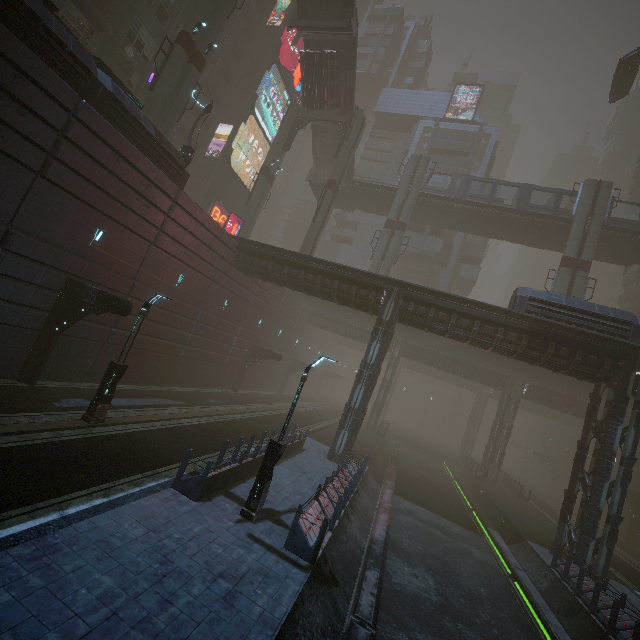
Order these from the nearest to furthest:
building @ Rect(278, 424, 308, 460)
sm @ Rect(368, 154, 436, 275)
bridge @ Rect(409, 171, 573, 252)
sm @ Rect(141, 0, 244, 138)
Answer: building @ Rect(278, 424, 308, 460) → sm @ Rect(141, 0, 244, 138) → bridge @ Rect(409, 171, 573, 252) → sm @ Rect(368, 154, 436, 275)

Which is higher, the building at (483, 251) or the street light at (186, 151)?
the building at (483, 251)

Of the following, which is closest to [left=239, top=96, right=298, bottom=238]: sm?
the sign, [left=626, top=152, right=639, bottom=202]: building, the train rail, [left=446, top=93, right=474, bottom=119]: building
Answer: the sign

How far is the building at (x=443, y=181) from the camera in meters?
44.5

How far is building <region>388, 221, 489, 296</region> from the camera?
43.6 meters

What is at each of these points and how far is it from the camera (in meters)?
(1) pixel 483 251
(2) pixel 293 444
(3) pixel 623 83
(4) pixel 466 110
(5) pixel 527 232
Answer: (1) building, 51.66
(2) building, 18.09
(3) car, 30.88
(4) building, 53.31
(5) bridge, 33.97

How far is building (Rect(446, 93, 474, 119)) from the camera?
53.1m

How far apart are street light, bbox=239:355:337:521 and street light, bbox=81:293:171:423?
6.7m
